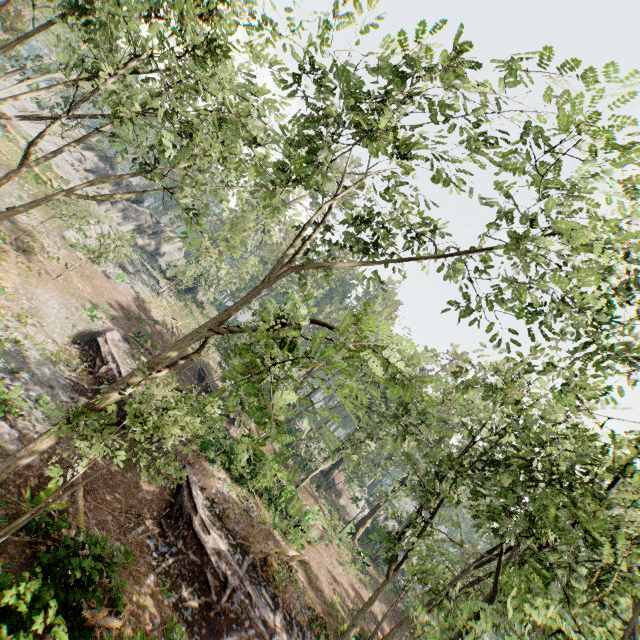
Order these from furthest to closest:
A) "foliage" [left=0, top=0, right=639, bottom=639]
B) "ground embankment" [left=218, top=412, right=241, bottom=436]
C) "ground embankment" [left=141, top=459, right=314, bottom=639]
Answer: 1. "ground embankment" [left=218, top=412, right=241, bottom=436]
2. "ground embankment" [left=141, top=459, right=314, bottom=639]
3. "foliage" [left=0, top=0, right=639, bottom=639]

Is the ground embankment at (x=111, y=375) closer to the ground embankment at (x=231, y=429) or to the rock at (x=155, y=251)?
the ground embankment at (x=231, y=429)

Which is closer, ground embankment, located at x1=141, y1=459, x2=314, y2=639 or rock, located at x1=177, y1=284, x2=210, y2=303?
ground embankment, located at x1=141, y1=459, x2=314, y2=639

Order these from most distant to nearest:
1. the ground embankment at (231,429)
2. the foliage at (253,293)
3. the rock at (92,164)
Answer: the rock at (92,164) → the ground embankment at (231,429) → the foliage at (253,293)

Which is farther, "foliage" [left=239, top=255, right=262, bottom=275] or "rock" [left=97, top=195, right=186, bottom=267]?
"rock" [left=97, top=195, right=186, bottom=267]

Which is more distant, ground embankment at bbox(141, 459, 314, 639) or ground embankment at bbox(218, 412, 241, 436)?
ground embankment at bbox(218, 412, 241, 436)

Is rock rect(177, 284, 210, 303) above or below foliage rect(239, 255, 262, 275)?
below

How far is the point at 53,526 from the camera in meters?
9.7
